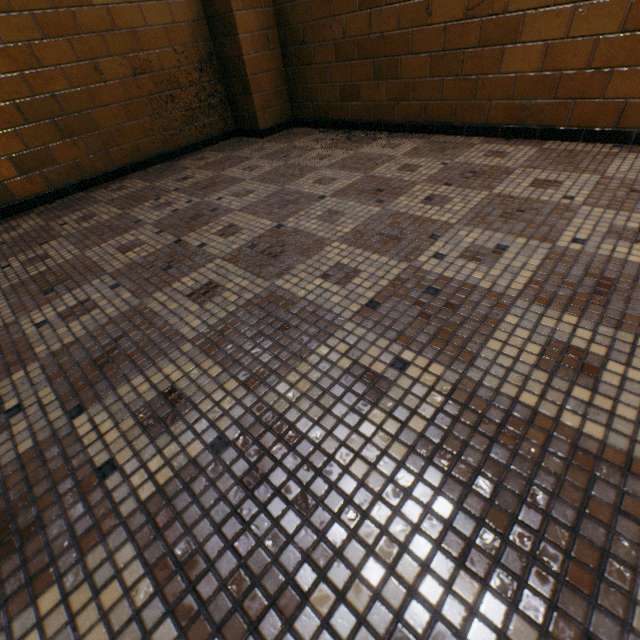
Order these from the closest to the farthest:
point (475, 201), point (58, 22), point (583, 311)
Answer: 1. point (583, 311)
2. point (475, 201)
3. point (58, 22)
